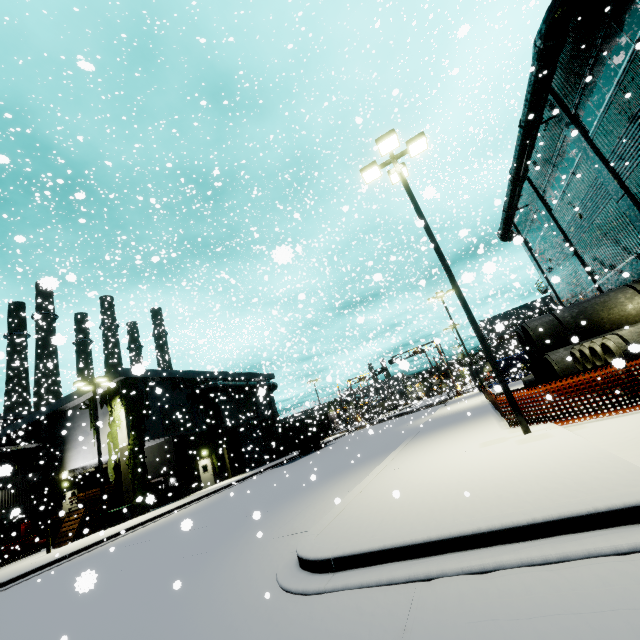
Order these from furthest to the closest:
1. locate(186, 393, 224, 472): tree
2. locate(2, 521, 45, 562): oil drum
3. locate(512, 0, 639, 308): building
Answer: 1. locate(186, 393, 224, 472): tree
2. locate(2, 521, 45, 562): oil drum
3. locate(512, 0, 639, 308): building

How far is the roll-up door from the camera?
34.6 meters

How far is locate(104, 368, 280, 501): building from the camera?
26.1m

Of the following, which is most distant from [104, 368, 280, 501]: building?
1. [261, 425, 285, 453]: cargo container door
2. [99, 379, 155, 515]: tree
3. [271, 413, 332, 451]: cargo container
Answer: [261, 425, 285, 453]: cargo container door

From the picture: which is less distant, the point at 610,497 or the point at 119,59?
the point at 610,497

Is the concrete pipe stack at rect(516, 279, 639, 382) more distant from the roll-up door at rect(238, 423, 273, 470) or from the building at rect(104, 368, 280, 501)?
the roll-up door at rect(238, 423, 273, 470)

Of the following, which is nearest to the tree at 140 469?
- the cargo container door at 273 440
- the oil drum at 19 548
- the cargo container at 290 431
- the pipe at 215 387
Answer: the pipe at 215 387

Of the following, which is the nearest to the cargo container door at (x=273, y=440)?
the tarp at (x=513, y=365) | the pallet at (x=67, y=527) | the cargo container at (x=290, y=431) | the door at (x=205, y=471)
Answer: the cargo container at (x=290, y=431)
